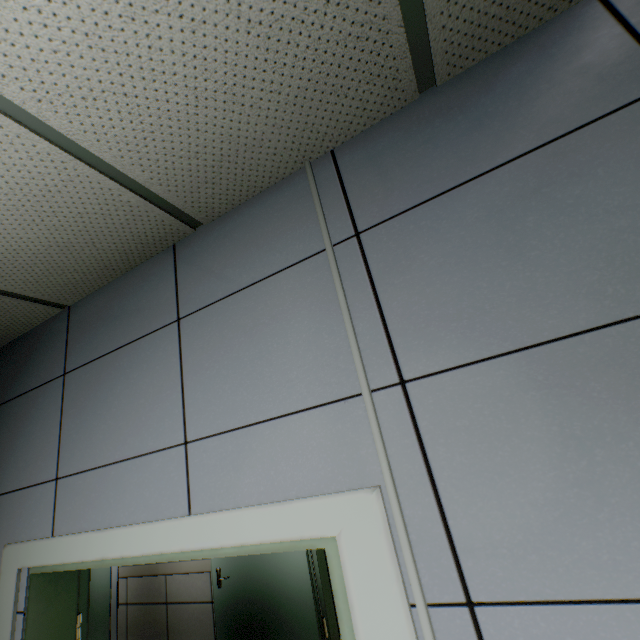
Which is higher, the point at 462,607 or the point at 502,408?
the point at 502,408
